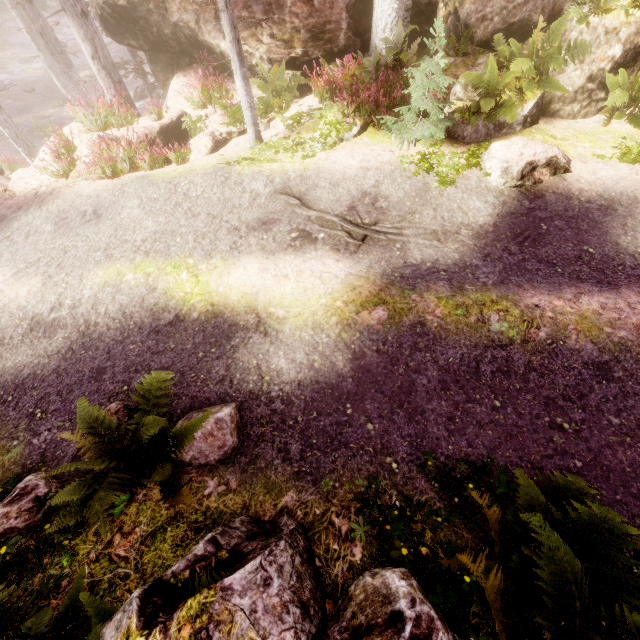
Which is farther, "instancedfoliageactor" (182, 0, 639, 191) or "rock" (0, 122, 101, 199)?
"rock" (0, 122, 101, 199)

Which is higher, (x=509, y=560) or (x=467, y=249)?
(x=509, y=560)

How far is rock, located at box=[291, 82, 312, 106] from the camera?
11.1m

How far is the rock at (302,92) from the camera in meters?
11.1
